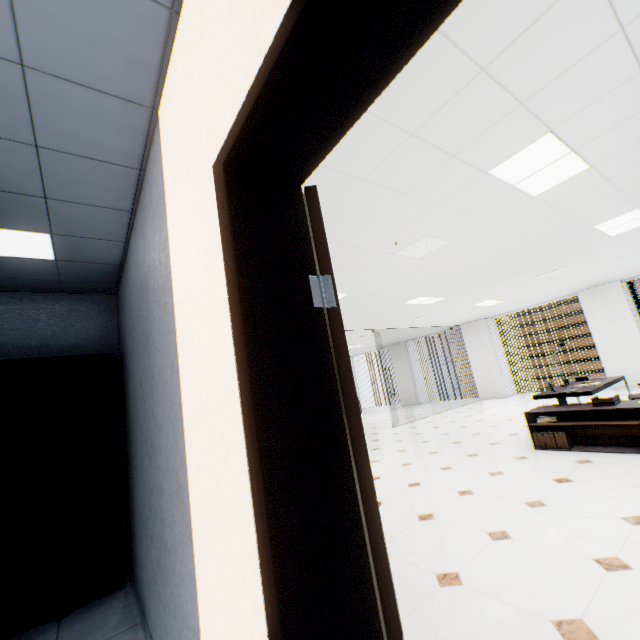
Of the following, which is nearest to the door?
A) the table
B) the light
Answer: the light

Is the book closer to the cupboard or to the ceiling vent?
the ceiling vent

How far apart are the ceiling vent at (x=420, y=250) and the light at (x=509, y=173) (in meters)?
1.01

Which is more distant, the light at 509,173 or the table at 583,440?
the table at 583,440

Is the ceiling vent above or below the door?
above

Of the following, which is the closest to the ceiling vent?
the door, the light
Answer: the light

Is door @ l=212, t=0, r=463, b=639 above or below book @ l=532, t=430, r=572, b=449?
above

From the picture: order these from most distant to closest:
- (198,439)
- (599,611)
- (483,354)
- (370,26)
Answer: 1. (483,354)
2. (599,611)
3. (198,439)
4. (370,26)
